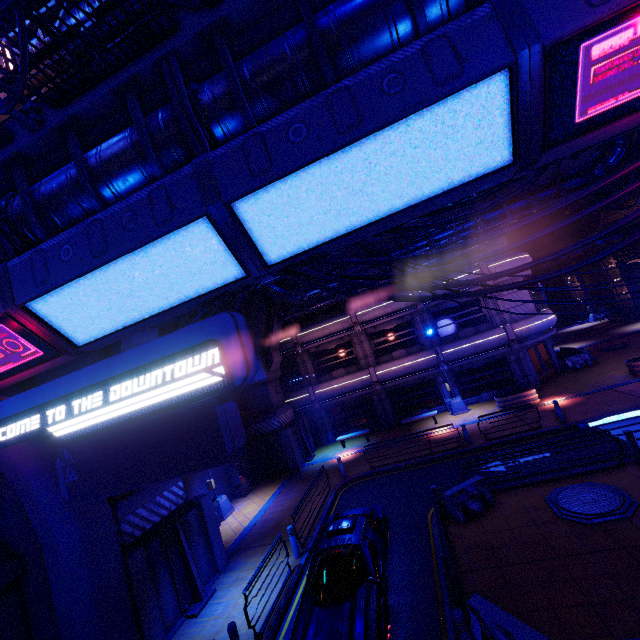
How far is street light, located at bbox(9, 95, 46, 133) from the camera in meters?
6.0

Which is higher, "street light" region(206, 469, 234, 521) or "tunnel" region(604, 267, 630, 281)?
"tunnel" region(604, 267, 630, 281)

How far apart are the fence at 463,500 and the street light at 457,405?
11.08m

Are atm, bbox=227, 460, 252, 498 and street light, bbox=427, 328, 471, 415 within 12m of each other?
no

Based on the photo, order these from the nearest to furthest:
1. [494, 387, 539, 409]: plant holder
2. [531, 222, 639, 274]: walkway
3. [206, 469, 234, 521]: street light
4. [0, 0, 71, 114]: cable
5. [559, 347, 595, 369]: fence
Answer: [0, 0, 71, 114]: cable
[206, 469, 234, 521]: street light
[494, 387, 539, 409]: plant holder
[559, 347, 595, 369]: fence
[531, 222, 639, 274]: walkway

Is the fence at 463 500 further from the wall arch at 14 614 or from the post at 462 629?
the wall arch at 14 614

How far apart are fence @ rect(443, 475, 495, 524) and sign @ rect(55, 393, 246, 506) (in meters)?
9.38

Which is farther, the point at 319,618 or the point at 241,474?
the point at 241,474
